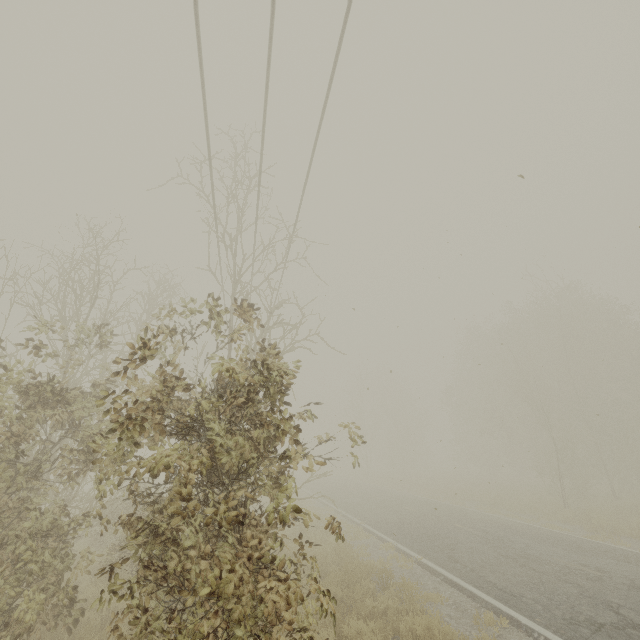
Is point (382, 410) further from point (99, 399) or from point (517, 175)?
point (517, 175)
